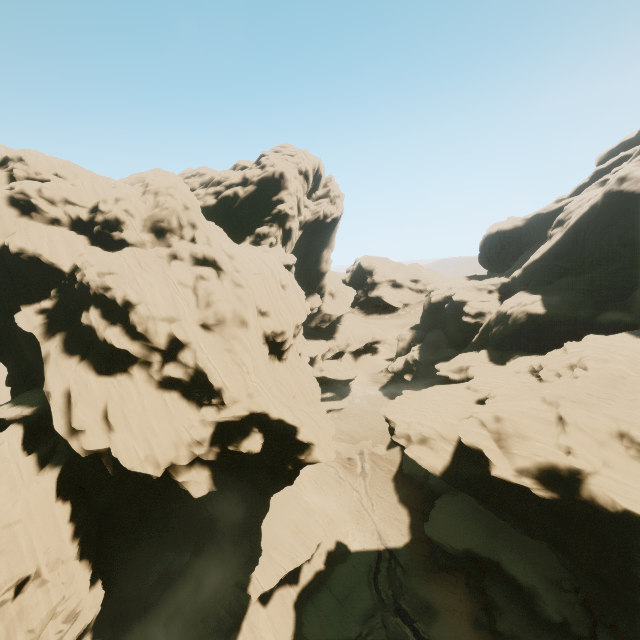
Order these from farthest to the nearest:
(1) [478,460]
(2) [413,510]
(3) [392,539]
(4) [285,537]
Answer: (2) [413,510] → (3) [392,539] → (4) [285,537] → (1) [478,460]

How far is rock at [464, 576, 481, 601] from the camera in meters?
30.4

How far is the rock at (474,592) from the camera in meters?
30.4

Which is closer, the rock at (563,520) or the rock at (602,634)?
the rock at (563,520)

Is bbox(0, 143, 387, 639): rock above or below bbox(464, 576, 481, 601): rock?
above

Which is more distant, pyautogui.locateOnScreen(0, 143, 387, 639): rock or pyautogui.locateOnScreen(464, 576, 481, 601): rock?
pyautogui.locateOnScreen(464, 576, 481, 601): rock
